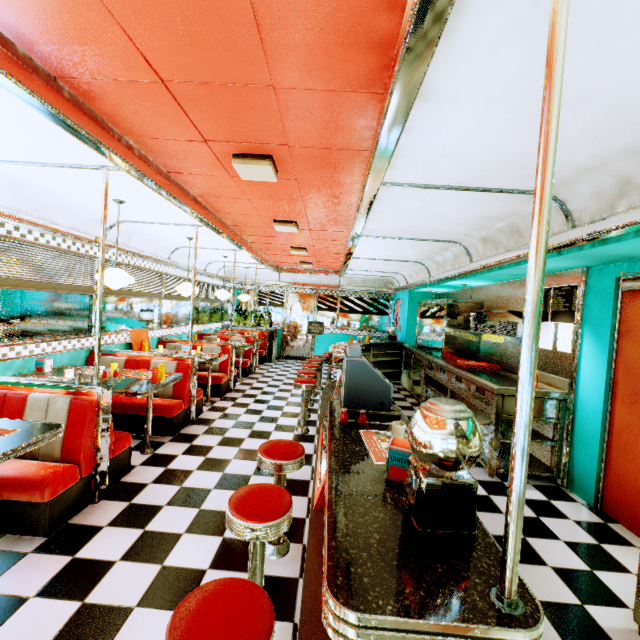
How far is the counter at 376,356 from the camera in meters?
8.7

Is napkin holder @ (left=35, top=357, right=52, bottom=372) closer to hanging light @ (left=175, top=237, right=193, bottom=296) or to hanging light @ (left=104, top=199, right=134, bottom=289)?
hanging light @ (left=104, top=199, right=134, bottom=289)

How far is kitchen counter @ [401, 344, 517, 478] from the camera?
3.9 meters

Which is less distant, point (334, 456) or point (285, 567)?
point (334, 456)

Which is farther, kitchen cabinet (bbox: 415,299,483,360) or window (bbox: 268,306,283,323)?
window (bbox: 268,306,283,323)

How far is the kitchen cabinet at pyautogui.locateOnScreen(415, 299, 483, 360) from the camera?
6.2 meters

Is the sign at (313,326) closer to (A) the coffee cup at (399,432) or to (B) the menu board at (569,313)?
(B) the menu board at (569,313)

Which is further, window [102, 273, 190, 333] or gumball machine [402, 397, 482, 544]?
window [102, 273, 190, 333]
